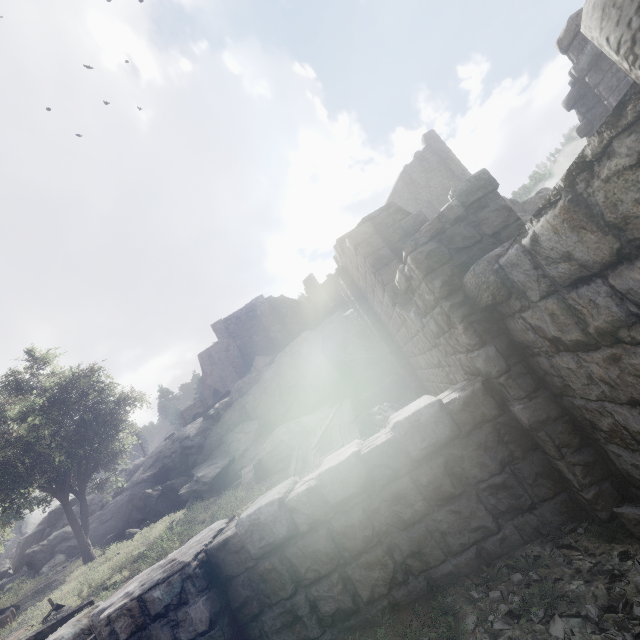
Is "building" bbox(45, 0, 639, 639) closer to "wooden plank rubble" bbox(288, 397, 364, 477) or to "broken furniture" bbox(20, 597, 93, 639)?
"wooden plank rubble" bbox(288, 397, 364, 477)

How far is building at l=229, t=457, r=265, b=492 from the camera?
15.8m

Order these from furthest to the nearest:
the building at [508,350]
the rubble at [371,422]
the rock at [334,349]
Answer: the rock at [334,349] < the rubble at [371,422] < the building at [508,350]

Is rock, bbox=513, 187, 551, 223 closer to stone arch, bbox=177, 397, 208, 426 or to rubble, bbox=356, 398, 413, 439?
rubble, bbox=356, 398, 413, 439

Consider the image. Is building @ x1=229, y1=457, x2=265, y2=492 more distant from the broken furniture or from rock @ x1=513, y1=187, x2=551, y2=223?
the broken furniture

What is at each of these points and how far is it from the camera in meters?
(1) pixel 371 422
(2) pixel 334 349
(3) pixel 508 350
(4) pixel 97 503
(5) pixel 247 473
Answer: (1) rubble, 12.9 m
(2) rock, 24.8 m
(3) building, 3.5 m
(4) rock, 32.9 m
(5) building, 16.5 m

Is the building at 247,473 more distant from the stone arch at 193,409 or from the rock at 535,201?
the stone arch at 193,409

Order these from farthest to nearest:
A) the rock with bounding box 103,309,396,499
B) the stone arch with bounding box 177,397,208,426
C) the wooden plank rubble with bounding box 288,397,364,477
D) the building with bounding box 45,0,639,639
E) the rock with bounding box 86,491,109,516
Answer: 1. the stone arch with bounding box 177,397,208,426
2. the rock with bounding box 86,491,109,516
3. the rock with bounding box 103,309,396,499
4. the wooden plank rubble with bounding box 288,397,364,477
5. the building with bounding box 45,0,639,639
